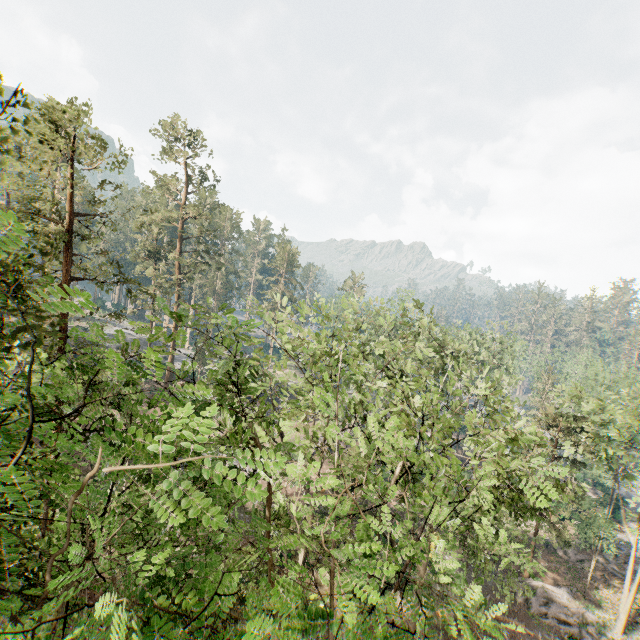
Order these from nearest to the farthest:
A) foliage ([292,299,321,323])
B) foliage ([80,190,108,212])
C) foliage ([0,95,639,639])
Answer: foliage ([0,95,639,639]) → foliage ([292,299,321,323]) → foliage ([80,190,108,212])

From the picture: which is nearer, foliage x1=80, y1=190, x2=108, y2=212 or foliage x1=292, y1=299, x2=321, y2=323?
foliage x1=292, y1=299, x2=321, y2=323

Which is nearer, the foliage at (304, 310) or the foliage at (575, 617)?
the foliage at (575, 617)

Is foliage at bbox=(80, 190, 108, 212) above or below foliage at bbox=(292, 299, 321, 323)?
above

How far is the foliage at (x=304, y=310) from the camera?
12.6m

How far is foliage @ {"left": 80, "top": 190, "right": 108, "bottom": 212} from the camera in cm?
1767

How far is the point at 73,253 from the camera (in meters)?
18.70
